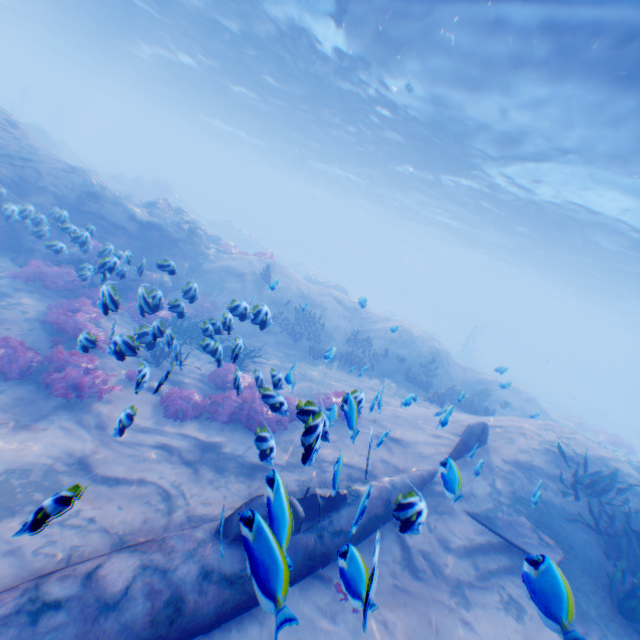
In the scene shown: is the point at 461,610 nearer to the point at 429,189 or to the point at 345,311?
the point at 345,311

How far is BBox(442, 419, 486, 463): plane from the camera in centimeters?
830cm

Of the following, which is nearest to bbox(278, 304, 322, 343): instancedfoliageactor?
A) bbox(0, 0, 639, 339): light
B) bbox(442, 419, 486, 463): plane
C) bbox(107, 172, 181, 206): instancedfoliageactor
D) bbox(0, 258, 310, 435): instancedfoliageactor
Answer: bbox(0, 258, 310, 435): instancedfoliageactor

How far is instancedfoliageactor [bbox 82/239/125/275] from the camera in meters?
6.8 m

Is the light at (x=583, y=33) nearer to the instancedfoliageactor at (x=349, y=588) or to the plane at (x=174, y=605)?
the instancedfoliageactor at (x=349, y=588)

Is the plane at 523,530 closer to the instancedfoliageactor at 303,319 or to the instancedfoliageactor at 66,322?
the instancedfoliageactor at 66,322

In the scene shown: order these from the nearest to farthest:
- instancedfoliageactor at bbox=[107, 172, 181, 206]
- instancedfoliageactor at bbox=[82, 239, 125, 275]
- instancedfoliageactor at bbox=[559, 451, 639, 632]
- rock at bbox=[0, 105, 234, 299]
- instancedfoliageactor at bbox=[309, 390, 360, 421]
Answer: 1. instancedfoliageactor at bbox=[309, 390, 360, 421]
2. instancedfoliageactor at bbox=[559, 451, 639, 632]
3. instancedfoliageactor at bbox=[82, 239, 125, 275]
4. rock at bbox=[0, 105, 234, 299]
5. instancedfoliageactor at bbox=[107, 172, 181, 206]

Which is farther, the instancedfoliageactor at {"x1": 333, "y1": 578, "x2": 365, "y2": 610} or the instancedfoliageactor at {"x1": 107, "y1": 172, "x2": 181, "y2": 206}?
the instancedfoliageactor at {"x1": 107, "y1": 172, "x2": 181, "y2": 206}
